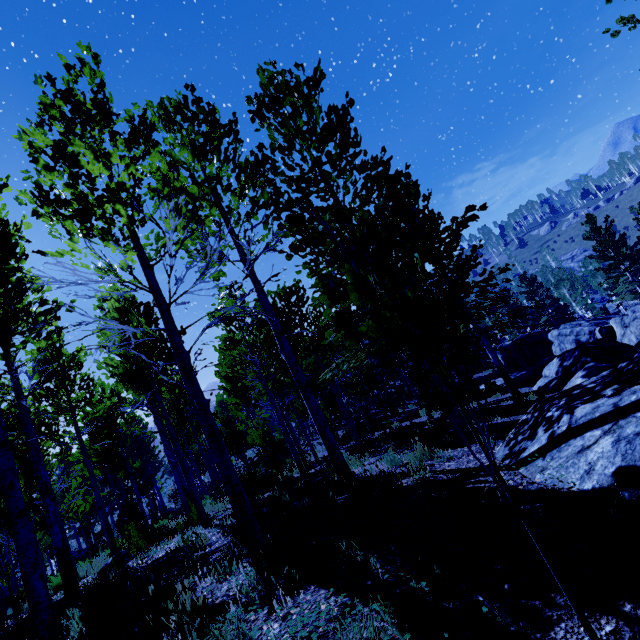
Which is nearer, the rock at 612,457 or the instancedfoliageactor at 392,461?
the rock at 612,457

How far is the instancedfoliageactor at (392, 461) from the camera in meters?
6.4

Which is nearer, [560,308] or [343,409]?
[343,409]

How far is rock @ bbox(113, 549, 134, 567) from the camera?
8.8m

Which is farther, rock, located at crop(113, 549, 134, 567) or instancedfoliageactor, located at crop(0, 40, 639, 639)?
rock, located at crop(113, 549, 134, 567)

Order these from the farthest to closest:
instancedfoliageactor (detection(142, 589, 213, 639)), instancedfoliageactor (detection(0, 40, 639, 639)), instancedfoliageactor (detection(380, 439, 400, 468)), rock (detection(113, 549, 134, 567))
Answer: rock (detection(113, 549, 134, 567))
instancedfoliageactor (detection(380, 439, 400, 468))
instancedfoliageactor (detection(142, 589, 213, 639))
instancedfoliageactor (detection(0, 40, 639, 639))

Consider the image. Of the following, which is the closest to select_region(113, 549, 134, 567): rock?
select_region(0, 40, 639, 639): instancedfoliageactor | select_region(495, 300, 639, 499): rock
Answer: select_region(0, 40, 639, 639): instancedfoliageactor
